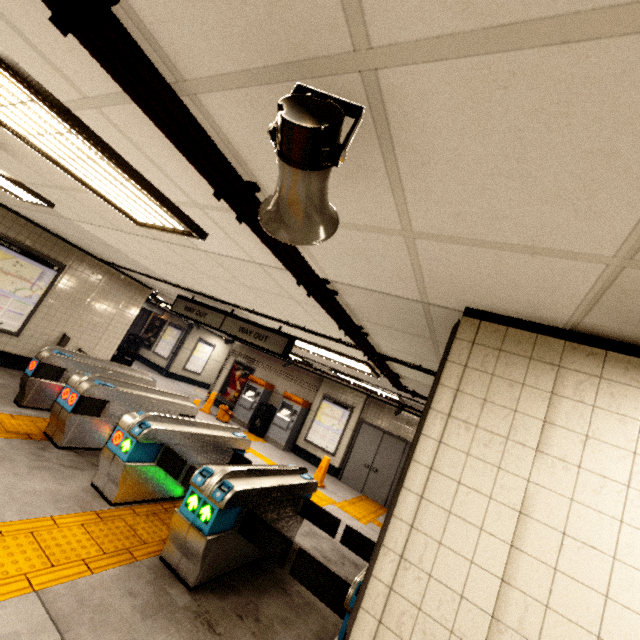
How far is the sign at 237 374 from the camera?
13.6 meters

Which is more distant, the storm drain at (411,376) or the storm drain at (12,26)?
the storm drain at (411,376)

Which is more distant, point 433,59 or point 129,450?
point 129,450

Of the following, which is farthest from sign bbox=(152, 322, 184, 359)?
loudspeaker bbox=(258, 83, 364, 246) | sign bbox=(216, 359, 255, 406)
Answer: loudspeaker bbox=(258, 83, 364, 246)

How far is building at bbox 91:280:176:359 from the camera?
8.31m

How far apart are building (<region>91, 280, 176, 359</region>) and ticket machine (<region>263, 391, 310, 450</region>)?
5.2 meters

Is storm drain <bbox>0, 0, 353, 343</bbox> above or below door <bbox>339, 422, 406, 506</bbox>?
above

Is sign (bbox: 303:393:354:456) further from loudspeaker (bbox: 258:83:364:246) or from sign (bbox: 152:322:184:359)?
loudspeaker (bbox: 258:83:364:246)
